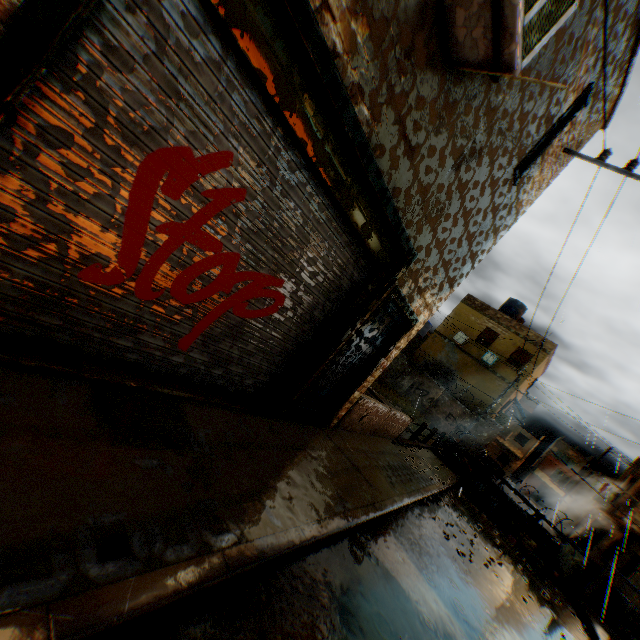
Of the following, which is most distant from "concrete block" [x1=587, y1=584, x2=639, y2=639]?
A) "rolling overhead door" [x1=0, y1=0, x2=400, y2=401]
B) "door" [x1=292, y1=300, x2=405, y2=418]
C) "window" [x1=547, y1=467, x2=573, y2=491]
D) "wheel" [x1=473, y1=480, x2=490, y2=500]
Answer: "window" [x1=547, y1=467, x2=573, y2=491]

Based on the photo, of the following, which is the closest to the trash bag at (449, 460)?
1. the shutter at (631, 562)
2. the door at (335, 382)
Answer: the door at (335, 382)

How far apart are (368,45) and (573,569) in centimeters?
1753cm

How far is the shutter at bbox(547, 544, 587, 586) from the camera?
11.95m

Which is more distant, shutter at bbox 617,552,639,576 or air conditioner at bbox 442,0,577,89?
shutter at bbox 617,552,639,576

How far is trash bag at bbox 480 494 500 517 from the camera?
12.8 meters

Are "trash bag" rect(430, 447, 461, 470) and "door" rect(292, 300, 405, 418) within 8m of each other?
yes

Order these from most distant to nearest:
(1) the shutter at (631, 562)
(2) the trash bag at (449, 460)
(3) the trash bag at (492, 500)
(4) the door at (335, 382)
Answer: (1) the shutter at (631, 562) < (2) the trash bag at (449, 460) < (3) the trash bag at (492, 500) < (4) the door at (335, 382)
